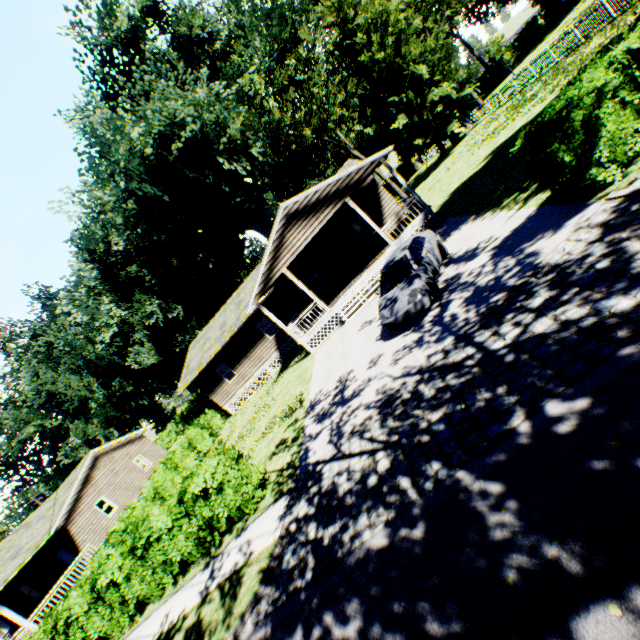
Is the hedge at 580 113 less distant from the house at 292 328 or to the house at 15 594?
the house at 292 328

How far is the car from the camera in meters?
9.7

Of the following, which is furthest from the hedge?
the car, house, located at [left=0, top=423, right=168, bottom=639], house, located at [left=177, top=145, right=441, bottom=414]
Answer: house, located at [left=0, top=423, right=168, bottom=639]

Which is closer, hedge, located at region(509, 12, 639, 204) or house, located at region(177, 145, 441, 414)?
hedge, located at region(509, 12, 639, 204)

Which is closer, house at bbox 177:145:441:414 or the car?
the car

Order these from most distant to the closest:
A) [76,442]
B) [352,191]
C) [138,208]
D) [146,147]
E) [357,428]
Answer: [76,442] → [138,208] → [146,147] → [352,191] → [357,428]

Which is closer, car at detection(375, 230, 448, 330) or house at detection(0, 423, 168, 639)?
car at detection(375, 230, 448, 330)

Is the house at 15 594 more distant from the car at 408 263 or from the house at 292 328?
the car at 408 263
